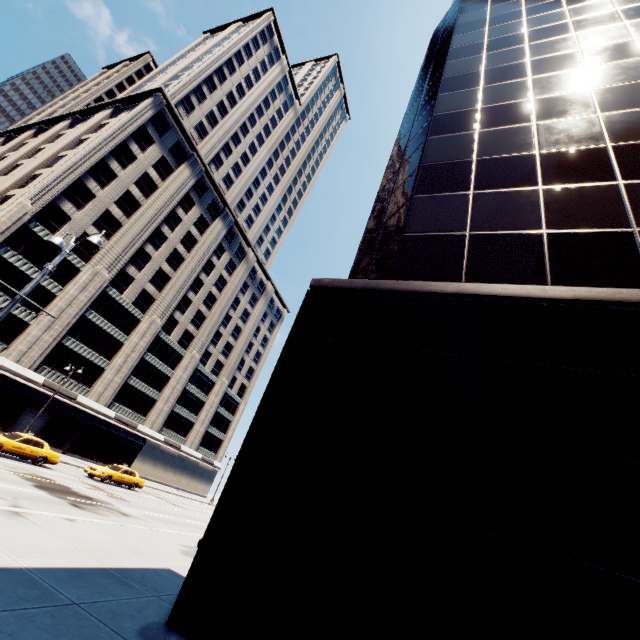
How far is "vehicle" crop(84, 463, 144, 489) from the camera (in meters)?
25.17

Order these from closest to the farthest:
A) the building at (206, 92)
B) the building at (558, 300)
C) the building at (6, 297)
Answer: the building at (558, 300) → the building at (6, 297) → the building at (206, 92)

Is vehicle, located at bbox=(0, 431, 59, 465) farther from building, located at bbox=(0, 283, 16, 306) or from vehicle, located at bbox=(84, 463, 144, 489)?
building, located at bbox=(0, 283, 16, 306)

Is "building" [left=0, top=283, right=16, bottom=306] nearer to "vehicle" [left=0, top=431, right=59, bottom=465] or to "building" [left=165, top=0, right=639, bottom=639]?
"vehicle" [left=0, top=431, right=59, bottom=465]

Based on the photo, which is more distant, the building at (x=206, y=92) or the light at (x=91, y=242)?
the building at (x=206, y=92)

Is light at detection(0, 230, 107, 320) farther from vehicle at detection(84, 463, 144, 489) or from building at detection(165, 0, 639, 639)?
vehicle at detection(84, 463, 144, 489)

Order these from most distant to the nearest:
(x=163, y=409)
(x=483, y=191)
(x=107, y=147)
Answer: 1. (x=163, y=409)
2. (x=107, y=147)
3. (x=483, y=191)

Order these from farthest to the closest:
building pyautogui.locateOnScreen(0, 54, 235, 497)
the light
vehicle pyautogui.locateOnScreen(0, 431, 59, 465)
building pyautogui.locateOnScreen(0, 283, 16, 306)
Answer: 1. building pyautogui.locateOnScreen(0, 54, 235, 497)
2. building pyautogui.locateOnScreen(0, 283, 16, 306)
3. vehicle pyautogui.locateOnScreen(0, 431, 59, 465)
4. the light
